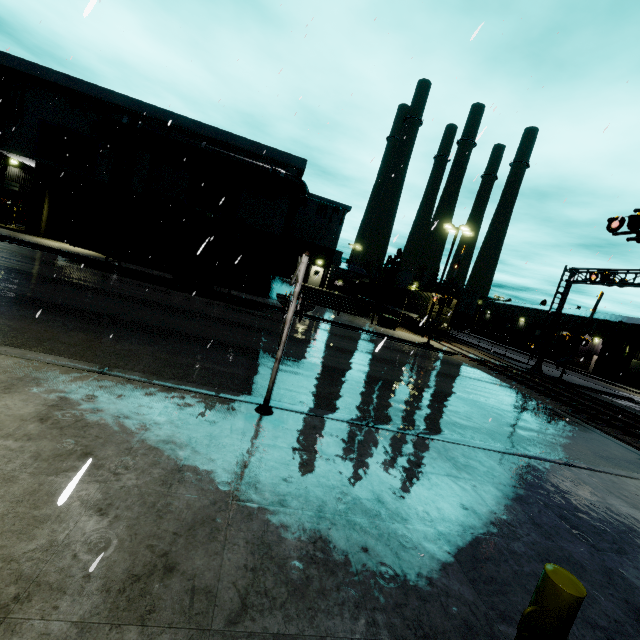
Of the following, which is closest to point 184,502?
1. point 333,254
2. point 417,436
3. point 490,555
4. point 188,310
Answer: point 490,555

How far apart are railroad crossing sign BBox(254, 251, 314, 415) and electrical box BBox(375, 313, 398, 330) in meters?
21.7

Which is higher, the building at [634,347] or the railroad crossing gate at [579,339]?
the railroad crossing gate at [579,339]

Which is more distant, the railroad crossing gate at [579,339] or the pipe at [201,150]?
the railroad crossing gate at [579,339]

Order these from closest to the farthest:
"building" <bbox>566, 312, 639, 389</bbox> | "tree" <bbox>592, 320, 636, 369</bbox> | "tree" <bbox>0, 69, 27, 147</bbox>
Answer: "tree" <bbox>0, 69, 27, 147</bbox> → "tree" <bbox>592, 320, 636, 369</bbox> → "building" <bbox>566, 312, 639, 389</bbox>

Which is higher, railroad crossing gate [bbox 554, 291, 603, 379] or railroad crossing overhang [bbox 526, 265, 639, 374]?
railroad crossing overhang [bbox 526, 265, 639, 374]

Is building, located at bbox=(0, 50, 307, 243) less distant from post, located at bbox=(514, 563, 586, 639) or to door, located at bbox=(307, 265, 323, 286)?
door, located at bbox=(307, 265, 323, 286)

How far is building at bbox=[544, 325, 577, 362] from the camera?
49.8 meters
